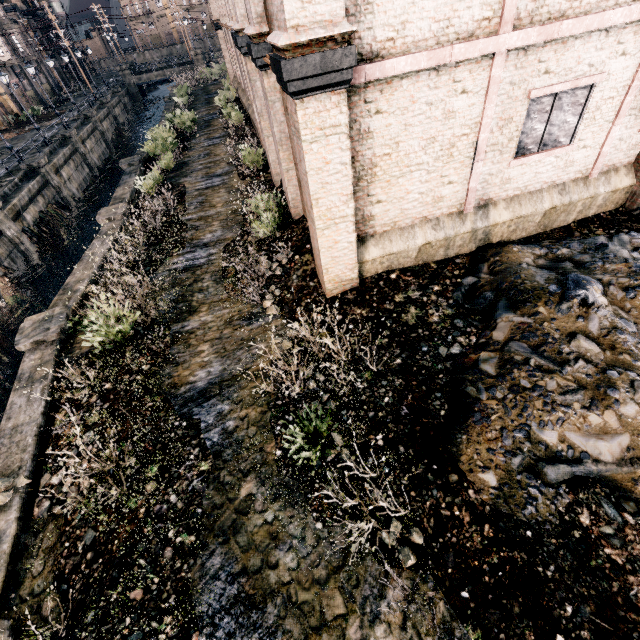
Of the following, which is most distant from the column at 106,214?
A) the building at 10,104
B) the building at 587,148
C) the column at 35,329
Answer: the building at 10,104

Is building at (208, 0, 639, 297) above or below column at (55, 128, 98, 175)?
above

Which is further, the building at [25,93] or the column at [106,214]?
the building at [25,93]

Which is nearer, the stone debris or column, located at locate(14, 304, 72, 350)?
the stone debris

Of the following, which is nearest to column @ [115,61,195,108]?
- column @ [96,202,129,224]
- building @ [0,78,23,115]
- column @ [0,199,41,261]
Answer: building @ [0,78,23,115]

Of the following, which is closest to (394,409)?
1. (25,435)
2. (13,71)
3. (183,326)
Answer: (183,326)

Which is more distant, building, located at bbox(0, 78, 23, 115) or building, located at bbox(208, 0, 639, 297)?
building, located at bbox(0, 78, 23, 115)

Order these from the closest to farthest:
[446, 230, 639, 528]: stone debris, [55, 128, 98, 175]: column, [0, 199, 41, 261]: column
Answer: [446, 230, 639, 528]: stone debris, [0, 199, 41, 261]: column, [55, 128, 98, 175]: column
